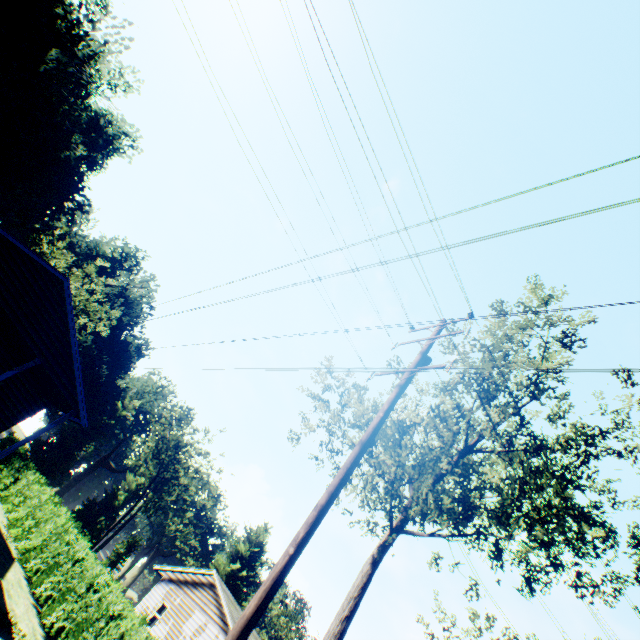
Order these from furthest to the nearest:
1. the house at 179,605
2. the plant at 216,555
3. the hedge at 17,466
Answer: the plant at 216,555
the house at 179,605
the hedge at 17,466

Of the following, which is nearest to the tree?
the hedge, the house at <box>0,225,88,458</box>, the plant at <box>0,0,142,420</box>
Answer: the hedge

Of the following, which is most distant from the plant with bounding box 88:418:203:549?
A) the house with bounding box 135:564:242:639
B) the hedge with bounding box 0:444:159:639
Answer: the hedge with bounding box 0:444:159:639

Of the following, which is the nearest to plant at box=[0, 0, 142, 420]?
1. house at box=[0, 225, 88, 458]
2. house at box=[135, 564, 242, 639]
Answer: house at box=[0, 225, 88, 458]

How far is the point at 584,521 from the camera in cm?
1033

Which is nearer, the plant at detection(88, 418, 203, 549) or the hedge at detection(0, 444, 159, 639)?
the hedge at detection(0, 444, 159, 639)

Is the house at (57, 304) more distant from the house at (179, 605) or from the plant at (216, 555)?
the house at (179, 605)

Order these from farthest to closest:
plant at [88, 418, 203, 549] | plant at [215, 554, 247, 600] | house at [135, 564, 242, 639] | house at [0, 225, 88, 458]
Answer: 1. plant at [215, 554, 247, 600]
2. plant at [88, 418, 203, 549]
3. house at [135, 564, 242, 639]
4. house at [0, 225, 88, 458]
